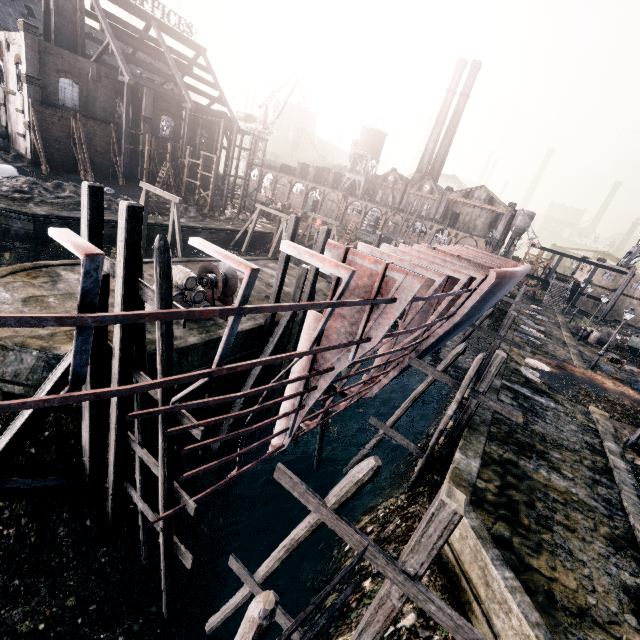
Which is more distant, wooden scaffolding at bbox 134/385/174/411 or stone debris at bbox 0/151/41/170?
stone debris at bbox 0/151/41/170

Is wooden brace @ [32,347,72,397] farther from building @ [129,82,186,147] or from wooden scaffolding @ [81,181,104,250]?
building @ [129,82,186,147]

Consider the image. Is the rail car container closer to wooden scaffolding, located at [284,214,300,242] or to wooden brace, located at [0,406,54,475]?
wooden scaffolding, located at [284,214,300,242]

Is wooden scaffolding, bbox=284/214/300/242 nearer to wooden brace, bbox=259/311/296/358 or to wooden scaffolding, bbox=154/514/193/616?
wooden brace, bbox=259/311/296/358

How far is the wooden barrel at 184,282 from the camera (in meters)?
15.39

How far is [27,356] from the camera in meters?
11.6 m

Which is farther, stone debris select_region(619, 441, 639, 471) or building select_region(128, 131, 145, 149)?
building select_region(128, 131, 145, 149)

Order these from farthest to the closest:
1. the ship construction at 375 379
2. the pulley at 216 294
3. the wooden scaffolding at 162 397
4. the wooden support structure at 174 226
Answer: the wooden support structure at 174 226
the pulley at 216 294
the wooden scaffolding at 162 397
the ship construction at 375 379
